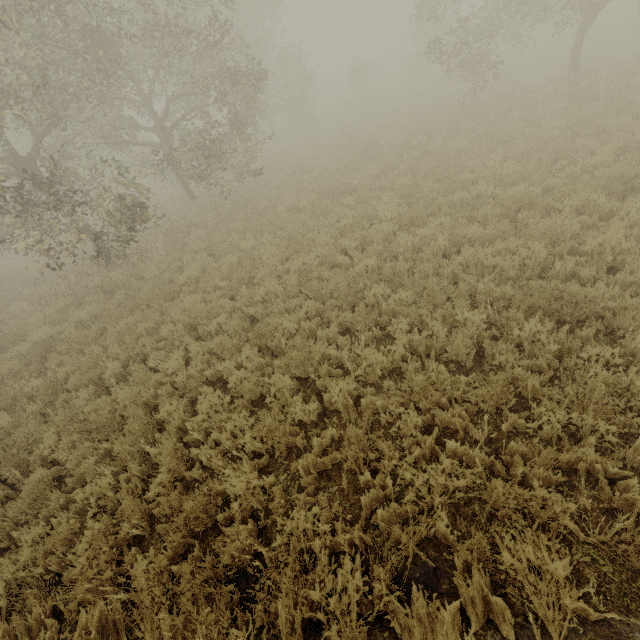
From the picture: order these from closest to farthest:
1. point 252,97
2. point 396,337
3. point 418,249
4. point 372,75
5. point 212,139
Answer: point 396,337 < point 418,249 < point 252,97 < point 212,139 < point 372,75
